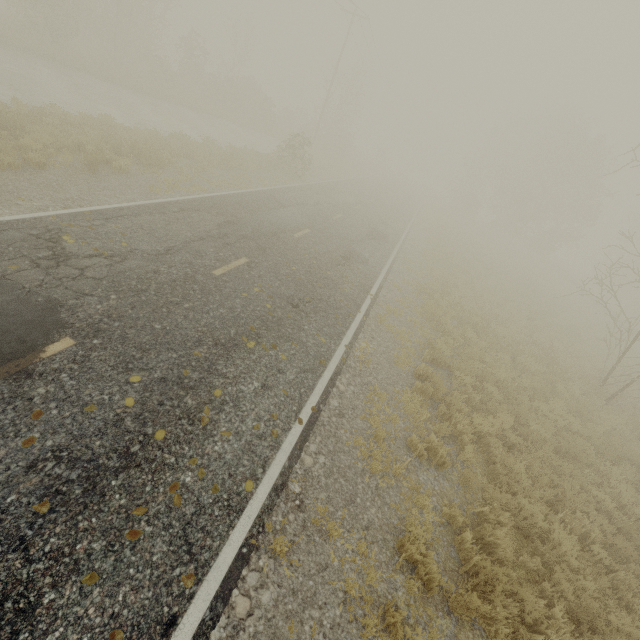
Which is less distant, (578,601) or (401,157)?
(578,601)
